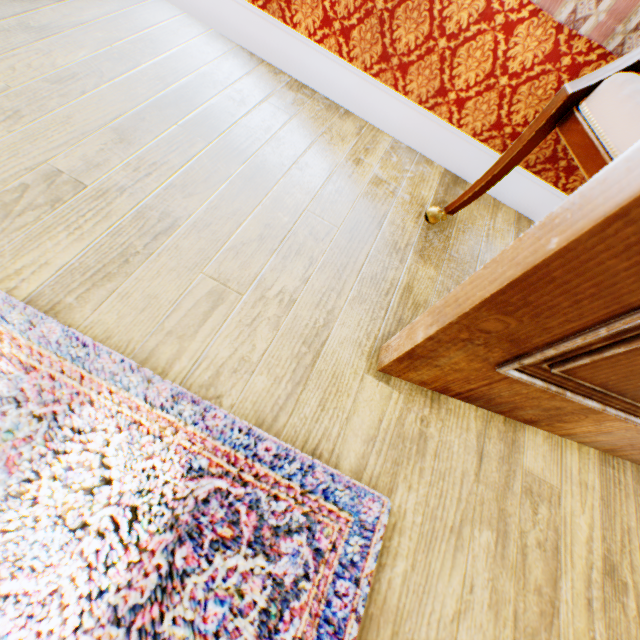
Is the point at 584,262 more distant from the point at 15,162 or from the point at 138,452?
the point at 15,162
